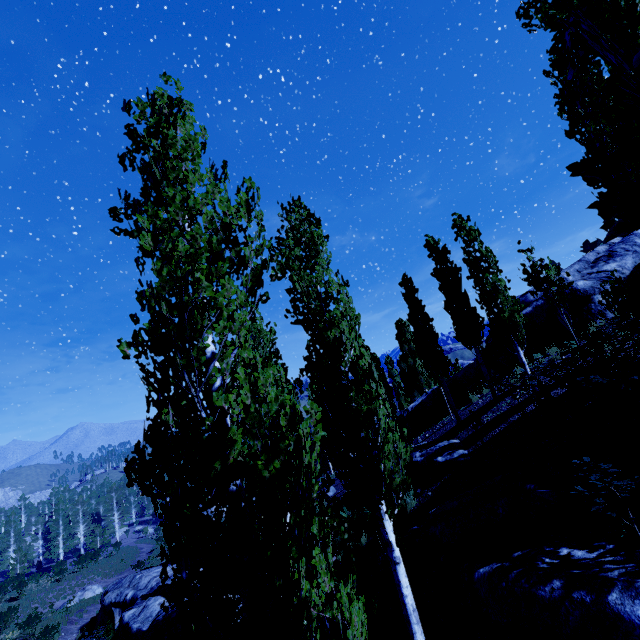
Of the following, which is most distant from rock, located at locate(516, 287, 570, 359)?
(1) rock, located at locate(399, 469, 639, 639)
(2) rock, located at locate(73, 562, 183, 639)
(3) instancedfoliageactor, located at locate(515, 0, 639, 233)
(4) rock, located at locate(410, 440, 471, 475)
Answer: (2) rock, located at locate(73, 562, 183, 639)

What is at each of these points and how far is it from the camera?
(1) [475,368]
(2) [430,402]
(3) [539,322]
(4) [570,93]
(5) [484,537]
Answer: (1) rock, 18.0m
(2) rock, 19.7m
(3) rock, 15.6m
(4) instancedfoliageactor, 4.7m
(5) rock, 6.3m

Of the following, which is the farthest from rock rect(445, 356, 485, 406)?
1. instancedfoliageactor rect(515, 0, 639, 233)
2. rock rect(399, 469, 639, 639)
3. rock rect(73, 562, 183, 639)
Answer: rock rect(73, 562, 183, 639)

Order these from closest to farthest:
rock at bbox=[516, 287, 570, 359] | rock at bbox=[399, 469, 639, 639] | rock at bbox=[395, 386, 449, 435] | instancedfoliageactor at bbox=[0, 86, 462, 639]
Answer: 1. instancedfoliageactor at bbox=[0, 86, 462, 639]
2. rock at bbox=[399, 469, 639, 639]
3. rock at bbox=[516, 287, 570, 359]
4. rock at bbox=[395, 386, 449, 435]

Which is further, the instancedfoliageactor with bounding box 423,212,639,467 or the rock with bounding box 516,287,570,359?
the rock with bounding box 516,287,570,359

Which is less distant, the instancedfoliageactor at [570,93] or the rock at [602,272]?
the instancedfoliageactor at [570,93]

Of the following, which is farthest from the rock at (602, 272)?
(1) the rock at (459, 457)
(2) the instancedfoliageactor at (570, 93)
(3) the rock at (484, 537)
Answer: (3) the rock at (484, 537)
